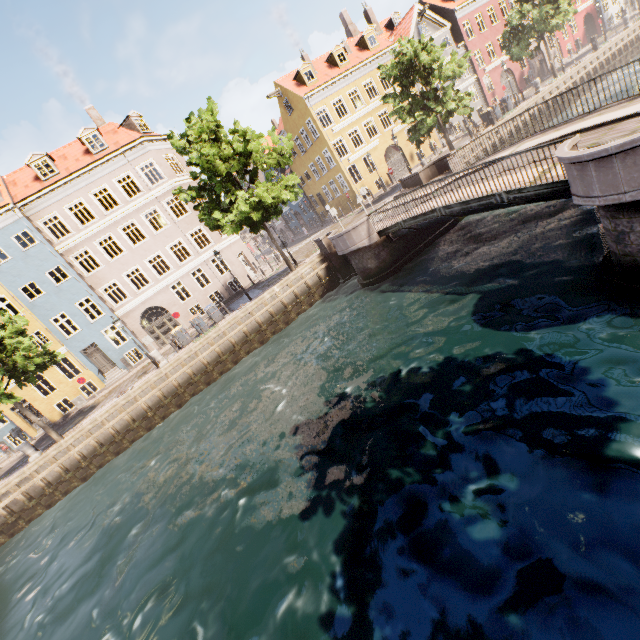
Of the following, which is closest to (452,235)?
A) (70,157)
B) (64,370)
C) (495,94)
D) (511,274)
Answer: (511,274)

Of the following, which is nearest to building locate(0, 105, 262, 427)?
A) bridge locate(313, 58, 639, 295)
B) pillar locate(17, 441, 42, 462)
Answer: pillar locate(17, 441, 42, 462)

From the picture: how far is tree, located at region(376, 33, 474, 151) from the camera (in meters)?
21.34

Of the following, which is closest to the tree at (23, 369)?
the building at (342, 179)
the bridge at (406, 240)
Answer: the bridge at (406, 240)

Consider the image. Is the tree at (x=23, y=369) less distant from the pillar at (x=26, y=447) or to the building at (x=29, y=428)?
the pillar at (x=26, y=447)

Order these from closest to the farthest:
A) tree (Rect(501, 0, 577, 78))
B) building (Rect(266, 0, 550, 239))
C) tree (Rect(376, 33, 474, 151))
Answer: tree (Rect(376, 33, 474, 151)) < tree (Rect(501, 0, 577, 78)) < building (Rect(266, 0, 550, 239))

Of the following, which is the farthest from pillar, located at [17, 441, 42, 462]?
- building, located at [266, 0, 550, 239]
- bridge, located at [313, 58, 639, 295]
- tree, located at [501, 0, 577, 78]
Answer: bridge, located at [313, 58, 639, 295]

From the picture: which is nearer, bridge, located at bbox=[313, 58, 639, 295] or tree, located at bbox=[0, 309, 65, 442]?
bridge, located at bbox=[313, 58, 639, 295]
